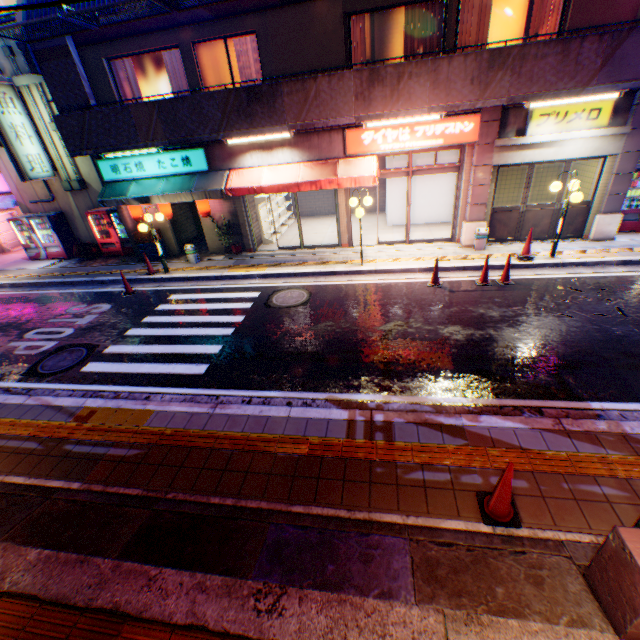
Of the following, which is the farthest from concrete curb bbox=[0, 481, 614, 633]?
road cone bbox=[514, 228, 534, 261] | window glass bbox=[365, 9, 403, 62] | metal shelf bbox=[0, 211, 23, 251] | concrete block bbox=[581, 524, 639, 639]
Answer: metal shelf bbox=[0, 211, 23, 251]

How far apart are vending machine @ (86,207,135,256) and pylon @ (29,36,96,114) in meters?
3.4

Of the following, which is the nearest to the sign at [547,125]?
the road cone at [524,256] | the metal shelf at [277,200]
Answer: the road cone at [524,256]

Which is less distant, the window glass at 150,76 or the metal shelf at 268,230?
the window glass at 150,76

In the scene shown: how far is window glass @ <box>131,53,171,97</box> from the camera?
10.7m

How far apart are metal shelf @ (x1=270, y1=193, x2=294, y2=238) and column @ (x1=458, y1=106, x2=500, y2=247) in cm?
760

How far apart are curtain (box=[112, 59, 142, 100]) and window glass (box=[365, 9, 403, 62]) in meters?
7.4 m

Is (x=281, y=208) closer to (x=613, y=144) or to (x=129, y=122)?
(x=129, y=122)
